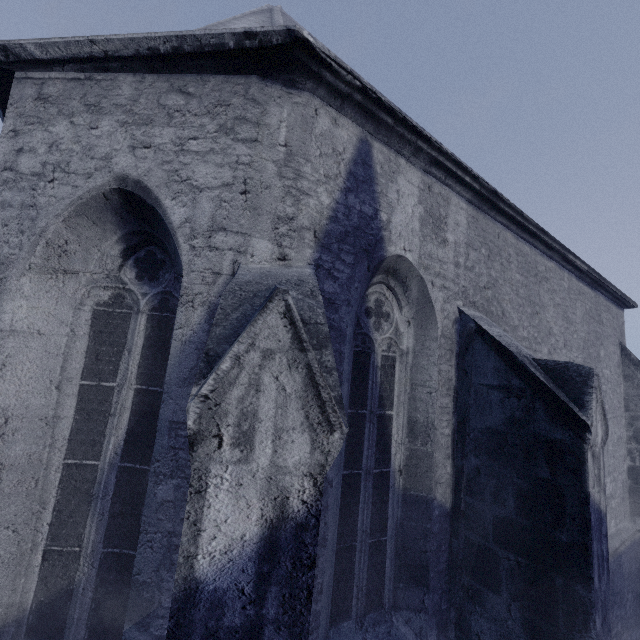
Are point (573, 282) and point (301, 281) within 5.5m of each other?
no
